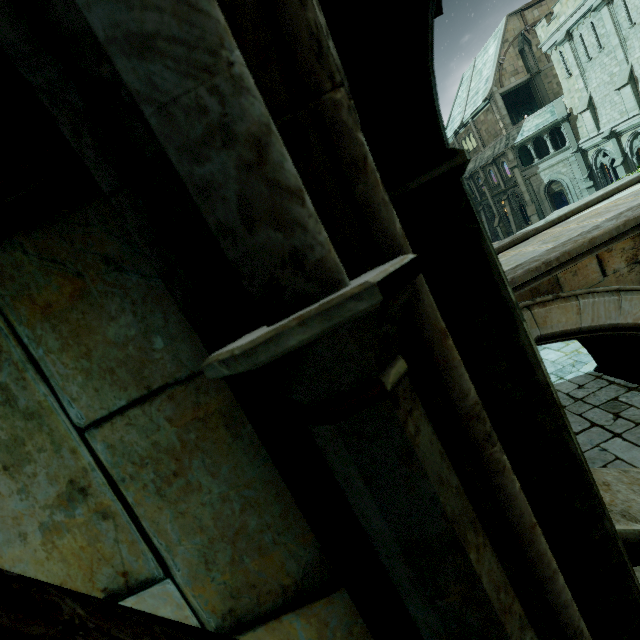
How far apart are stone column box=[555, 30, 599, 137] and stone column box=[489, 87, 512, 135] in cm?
568

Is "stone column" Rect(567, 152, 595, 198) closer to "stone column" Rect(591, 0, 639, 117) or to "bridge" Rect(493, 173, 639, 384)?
"stone column" Rect(591, 0, 639, 117)

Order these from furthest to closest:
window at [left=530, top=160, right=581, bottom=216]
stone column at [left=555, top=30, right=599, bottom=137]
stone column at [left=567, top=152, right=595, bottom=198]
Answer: window at [left=530, top=160, right=581, bottom=216]
stone column at [left=567, top=152, right=595, bottom=198]
stone column at [left=555, top=30, right=599, bottom=137]

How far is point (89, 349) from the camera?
0.7m

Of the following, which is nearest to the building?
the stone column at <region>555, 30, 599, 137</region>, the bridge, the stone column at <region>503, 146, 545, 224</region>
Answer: the bridge

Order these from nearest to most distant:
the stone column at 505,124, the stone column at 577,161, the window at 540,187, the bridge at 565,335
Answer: the bridge at 565,335
the stone column at 577,161
the window at 540,187
the stone column at 505,124

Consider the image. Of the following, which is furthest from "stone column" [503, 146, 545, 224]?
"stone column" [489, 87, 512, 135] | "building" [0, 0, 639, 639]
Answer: "building" [0, 0, 639, 639]

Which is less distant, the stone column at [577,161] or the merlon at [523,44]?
the stone column at [577,161]
